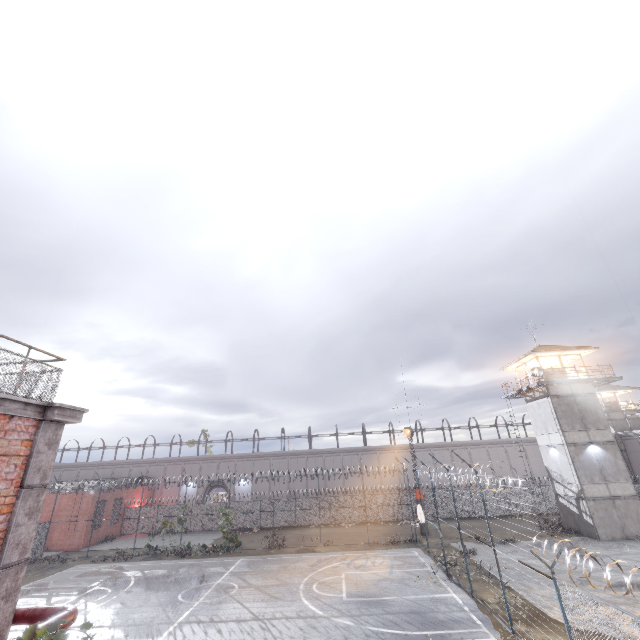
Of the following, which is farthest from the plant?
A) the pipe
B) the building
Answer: the building

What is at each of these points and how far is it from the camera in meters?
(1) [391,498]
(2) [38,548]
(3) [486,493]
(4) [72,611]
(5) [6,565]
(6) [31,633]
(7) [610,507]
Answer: (1) fence, 36.6
(2) fence, 27.2
(3) fence, 36.3
(4) pipe, 4.5
(5) trim, 4.5
(6) plant, 3.8
(7) building, 24.9

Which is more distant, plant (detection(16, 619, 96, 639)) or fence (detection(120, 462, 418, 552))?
fence (detection(120, 462, 418, 552))

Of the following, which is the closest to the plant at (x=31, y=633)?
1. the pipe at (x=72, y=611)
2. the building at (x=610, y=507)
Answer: the pipe at (x=72, y=611)

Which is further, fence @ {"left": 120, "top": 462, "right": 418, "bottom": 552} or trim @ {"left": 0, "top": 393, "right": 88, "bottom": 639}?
fence @ {"left": 120, "top": 462, "right": 418, "bottom": 552}

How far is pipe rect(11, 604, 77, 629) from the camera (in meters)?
4.37

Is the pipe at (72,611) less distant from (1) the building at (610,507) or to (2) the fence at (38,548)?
(2) the fence at (38,548)

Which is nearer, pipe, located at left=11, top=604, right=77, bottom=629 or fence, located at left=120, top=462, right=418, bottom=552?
pipe, located at left=11, top=604, right=77, bottom=629
